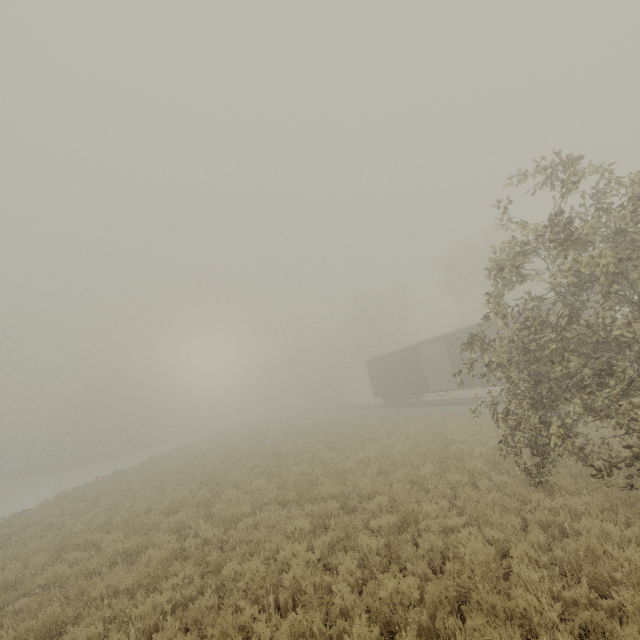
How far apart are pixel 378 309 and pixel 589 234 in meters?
47.0 m

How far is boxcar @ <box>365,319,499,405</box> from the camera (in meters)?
19.70

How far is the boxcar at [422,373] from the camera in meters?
19.7 m
